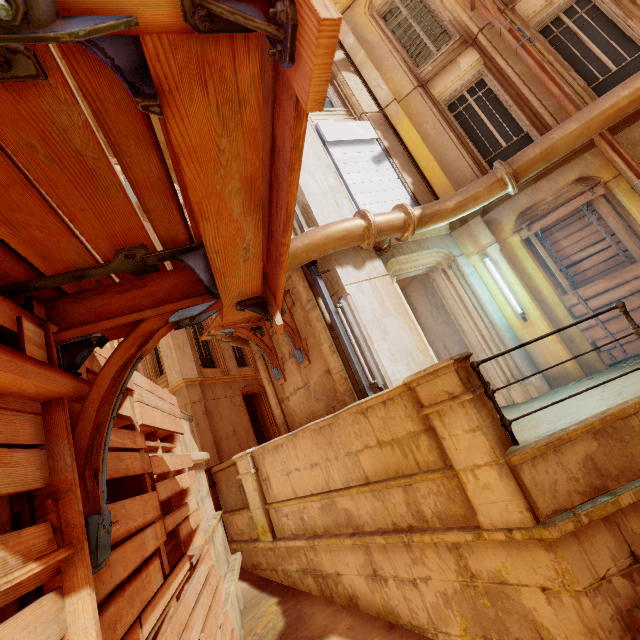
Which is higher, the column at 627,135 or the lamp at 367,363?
the column at 627,135

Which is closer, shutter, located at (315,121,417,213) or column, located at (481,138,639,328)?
column, located at (481,138,639,328)

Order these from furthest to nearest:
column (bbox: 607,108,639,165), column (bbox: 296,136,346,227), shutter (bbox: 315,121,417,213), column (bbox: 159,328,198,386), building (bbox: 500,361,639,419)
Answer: column (bbox: 159,328,198,386)
shutter (bbox: 315,121,417,213)
column (bbox: 296,136,346,227)
column (bbox: 607,108,639,165)
building (bbox: 500,361,639,419)

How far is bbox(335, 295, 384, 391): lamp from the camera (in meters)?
5.32

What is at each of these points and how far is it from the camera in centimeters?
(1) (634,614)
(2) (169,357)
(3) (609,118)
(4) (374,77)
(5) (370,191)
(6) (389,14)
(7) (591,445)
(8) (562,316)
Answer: (1) stairs, 293cm
(2) column, 1270cm
(3) pipe, 543cm
(4) column, 882cm
(5) shutter, 734cm
(6) window, 938cm
(7) building, 341cm
(8) column, 642cm

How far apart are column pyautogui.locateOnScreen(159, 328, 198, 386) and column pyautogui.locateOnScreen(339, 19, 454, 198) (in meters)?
10.48

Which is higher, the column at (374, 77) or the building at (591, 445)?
the column at (374, 77)

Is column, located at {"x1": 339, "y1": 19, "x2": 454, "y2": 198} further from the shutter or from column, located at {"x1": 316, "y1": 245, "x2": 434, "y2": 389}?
column, located at {"x1": 316, "y1": 245, "x2": 434, "y2": 389}
